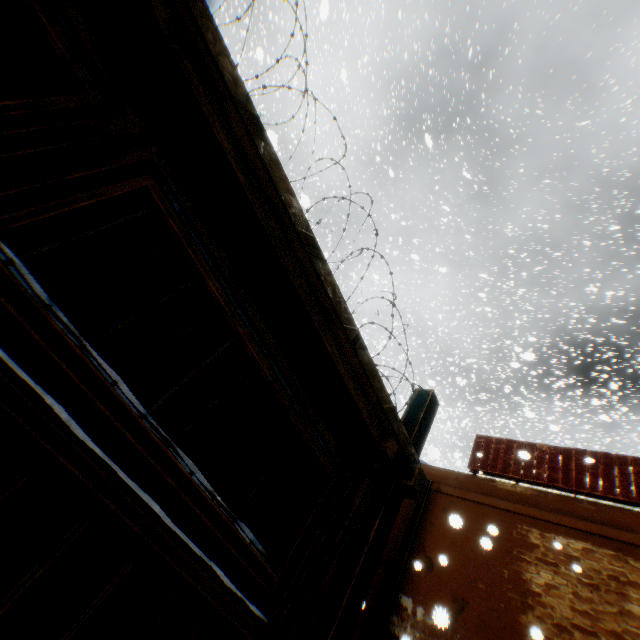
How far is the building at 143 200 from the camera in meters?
3.0

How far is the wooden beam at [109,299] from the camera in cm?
471

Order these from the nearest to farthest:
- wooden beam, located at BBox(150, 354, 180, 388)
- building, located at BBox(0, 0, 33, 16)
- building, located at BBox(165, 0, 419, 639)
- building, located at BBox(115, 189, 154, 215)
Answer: building, located at BBox(165, 0, 419, 639), building, located at BBox(0, 0, 33, 16), building, located at BBox(115, 189, 154, 215), wooden beam, located at BBox(150, 354, 180, 388)

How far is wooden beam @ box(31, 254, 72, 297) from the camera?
5.56m

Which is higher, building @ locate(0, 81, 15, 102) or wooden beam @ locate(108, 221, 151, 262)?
building @ locate(0, 81, 15, 102)

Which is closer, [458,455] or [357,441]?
[357,441]

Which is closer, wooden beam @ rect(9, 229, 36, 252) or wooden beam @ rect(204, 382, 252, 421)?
wooden beam @ rect(204, 382, 252, 421)

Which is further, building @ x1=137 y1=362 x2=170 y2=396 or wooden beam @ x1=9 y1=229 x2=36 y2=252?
building @ x1=137 y1=362 x2=170 y2=396
